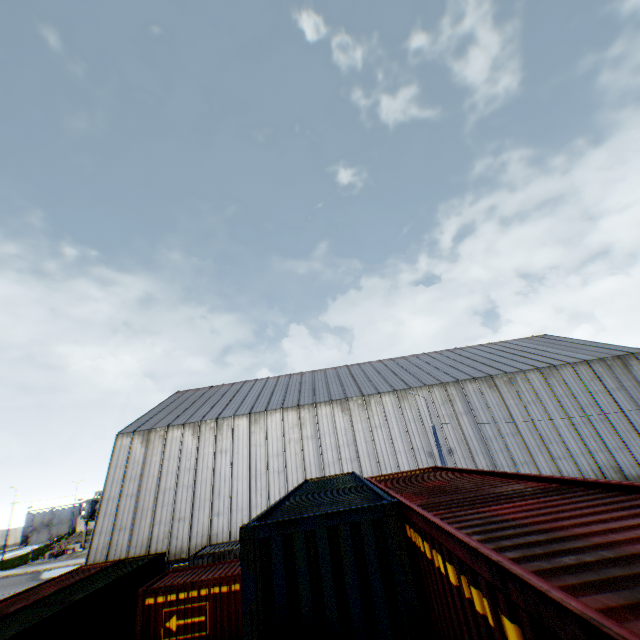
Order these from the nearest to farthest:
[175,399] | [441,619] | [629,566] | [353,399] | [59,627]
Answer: [629,566] < [441,619] < [59,627] < [353,399] < [175,399]

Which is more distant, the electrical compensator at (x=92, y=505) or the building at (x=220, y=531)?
the electrical compensator at (x=92, y=505)

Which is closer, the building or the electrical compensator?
the building

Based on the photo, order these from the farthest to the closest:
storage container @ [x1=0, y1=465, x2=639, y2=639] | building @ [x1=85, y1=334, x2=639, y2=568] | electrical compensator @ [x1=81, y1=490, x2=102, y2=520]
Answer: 1. electrical compensator @ [x1=81, y1=490, x2=102, y2=520]
2. building @ [x1=85, y1=334, x2=639, y2=568]
3. storage container @ [x1=0, y1=465, x2=639, y2=639]

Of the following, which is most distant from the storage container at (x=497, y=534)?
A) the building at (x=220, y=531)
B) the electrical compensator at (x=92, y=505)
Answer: the electrical compensator at (x=92, y=505)

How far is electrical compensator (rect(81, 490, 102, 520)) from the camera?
Answer: 48.2 meters

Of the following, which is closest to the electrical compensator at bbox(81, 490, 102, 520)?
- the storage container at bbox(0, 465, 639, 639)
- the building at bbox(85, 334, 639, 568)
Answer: the building at bbox(85, 334, 639, 568)

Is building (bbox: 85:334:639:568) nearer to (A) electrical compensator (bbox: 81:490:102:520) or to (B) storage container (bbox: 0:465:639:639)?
(B) storage container (bbox: 0:465:639:639)
